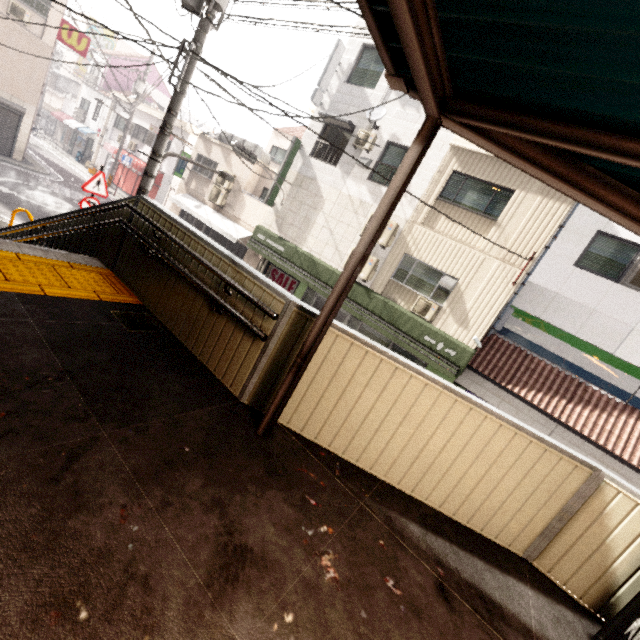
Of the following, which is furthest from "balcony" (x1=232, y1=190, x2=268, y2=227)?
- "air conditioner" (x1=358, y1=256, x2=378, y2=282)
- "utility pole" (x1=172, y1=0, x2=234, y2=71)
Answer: "utility pole" (x1=172, y1=0, x2=234, y2=71)

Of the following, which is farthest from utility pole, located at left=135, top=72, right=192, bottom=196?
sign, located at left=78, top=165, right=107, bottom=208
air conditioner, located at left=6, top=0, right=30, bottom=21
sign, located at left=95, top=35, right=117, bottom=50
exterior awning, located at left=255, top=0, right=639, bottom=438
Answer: sign, located at left=95, top=35, right=117, bottom=50

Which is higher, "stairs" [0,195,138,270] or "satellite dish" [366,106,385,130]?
"satellite dish" [366,106,385,130]

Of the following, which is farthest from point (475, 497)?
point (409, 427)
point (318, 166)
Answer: point (318, 166)

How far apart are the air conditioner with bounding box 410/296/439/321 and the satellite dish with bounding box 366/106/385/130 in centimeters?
634cm

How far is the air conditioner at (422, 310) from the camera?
10.4 meters

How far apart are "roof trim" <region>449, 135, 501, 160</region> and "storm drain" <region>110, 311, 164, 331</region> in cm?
1048

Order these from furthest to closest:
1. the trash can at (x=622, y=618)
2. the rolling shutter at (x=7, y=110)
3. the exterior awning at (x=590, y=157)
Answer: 1. the rolling shutter at (x=7, y=110)
2. the trash can at (x=622, y=618)
3. the exterior awning at (x=590, y=157)
